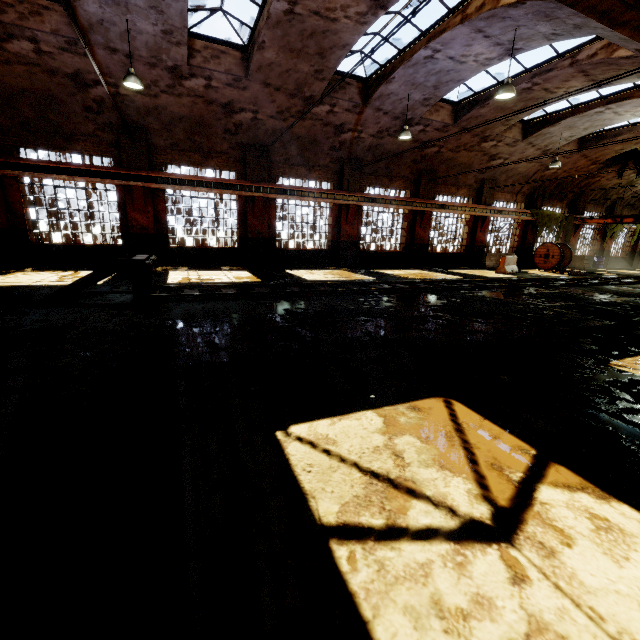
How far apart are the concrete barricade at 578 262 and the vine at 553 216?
1.01m

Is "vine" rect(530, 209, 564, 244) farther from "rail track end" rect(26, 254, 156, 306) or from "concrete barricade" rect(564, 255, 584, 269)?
"rail track end" rect(26, 254, 156, 306)

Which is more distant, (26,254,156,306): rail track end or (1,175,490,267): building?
(1,175,490,267): building

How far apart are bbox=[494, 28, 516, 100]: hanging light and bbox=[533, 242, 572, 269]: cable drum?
15.9 meters

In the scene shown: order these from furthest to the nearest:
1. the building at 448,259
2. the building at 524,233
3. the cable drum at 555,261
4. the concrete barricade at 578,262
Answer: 1. the concrete barricade at 578,262
2. the building at 524,233
3. the cable drum at 555,261
4. the building at 448,259

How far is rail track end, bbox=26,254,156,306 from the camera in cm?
685

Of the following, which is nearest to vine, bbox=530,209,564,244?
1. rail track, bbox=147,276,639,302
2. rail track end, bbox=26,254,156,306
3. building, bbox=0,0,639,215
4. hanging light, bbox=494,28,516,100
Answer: building, bbox=0,0,639,215

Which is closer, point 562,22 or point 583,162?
point 562,22
